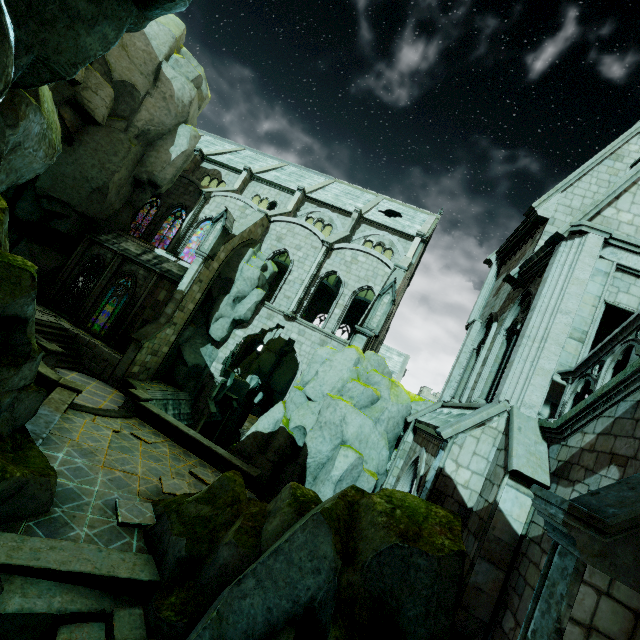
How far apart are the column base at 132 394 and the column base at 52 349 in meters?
3.7

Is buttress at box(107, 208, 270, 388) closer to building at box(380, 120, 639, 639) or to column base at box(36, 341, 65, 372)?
building at box(380, 120, 639, 639)

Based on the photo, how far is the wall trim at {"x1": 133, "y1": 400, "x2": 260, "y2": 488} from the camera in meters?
15.0 m

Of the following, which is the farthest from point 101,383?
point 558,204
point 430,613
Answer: point 558,204

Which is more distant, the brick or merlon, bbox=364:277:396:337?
merlon, bbox=364:277:396:337

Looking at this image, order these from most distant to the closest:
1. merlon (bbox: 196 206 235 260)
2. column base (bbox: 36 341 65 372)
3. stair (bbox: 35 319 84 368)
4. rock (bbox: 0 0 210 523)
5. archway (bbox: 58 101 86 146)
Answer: merlon (bbox: 196 206 235 260) < archway (bbox: 58 101 86 146) < stair (bbox: 35 319 84 368) < column base (bbox: 36 341 65 372) < rock (bbox: 0 0 210 523)

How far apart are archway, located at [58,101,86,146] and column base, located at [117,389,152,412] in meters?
16.7 m

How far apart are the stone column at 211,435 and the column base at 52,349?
12.96m
